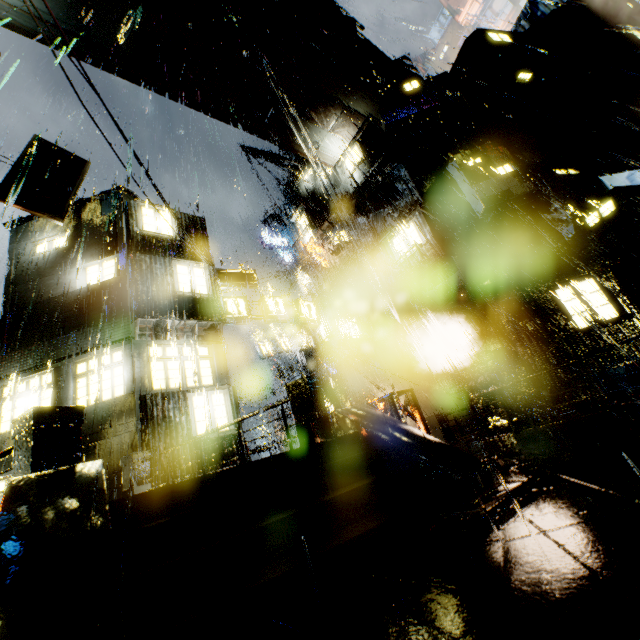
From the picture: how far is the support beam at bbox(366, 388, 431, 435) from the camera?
9.1 meters

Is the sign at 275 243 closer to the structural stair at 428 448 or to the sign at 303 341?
the sign at 303 341

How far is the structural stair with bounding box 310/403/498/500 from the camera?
4.6 meters

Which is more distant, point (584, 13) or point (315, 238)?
point (315, 238)

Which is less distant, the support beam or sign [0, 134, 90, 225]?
the support beam

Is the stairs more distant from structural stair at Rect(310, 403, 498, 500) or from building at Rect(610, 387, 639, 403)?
building at Rect(610, 387, 639, 403)

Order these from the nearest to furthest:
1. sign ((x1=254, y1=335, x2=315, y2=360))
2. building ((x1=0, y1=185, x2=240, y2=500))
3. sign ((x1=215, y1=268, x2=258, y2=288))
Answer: building ((x1=0, y1=185, x2=240, y2=500)) < sign ((x1=215, y1=268, x2=258, y2=288)) < sign ((x1=254, y1=335, x2=315, y2=360))

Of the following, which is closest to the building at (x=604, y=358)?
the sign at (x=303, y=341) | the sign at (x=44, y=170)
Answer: the sign at (x=303, y=341)
